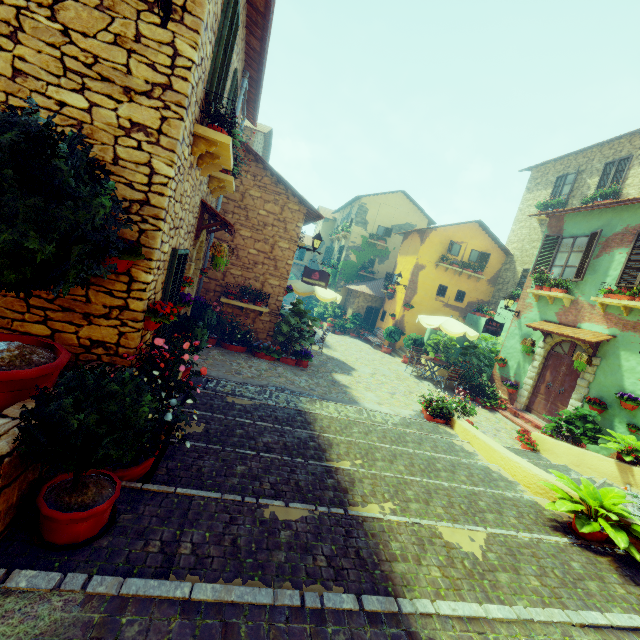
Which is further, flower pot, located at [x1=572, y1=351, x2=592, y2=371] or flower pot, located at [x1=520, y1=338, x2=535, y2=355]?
flower pot, located at [x1=520, y1=338, x2=535, y2=355]

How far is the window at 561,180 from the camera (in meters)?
15.61

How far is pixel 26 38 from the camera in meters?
3.1 m

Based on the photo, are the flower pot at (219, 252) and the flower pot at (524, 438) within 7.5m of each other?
no

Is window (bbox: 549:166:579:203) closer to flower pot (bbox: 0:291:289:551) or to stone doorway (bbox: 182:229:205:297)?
stone doorway (bbox: 182:229:205:297)

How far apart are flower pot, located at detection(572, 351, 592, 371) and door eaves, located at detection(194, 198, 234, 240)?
10.1 meters

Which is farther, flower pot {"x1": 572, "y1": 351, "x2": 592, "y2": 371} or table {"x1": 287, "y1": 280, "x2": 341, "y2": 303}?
table {"x1": 287, "y1": 280, "x2": 341, "y2": 303}

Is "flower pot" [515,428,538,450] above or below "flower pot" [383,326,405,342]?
below
